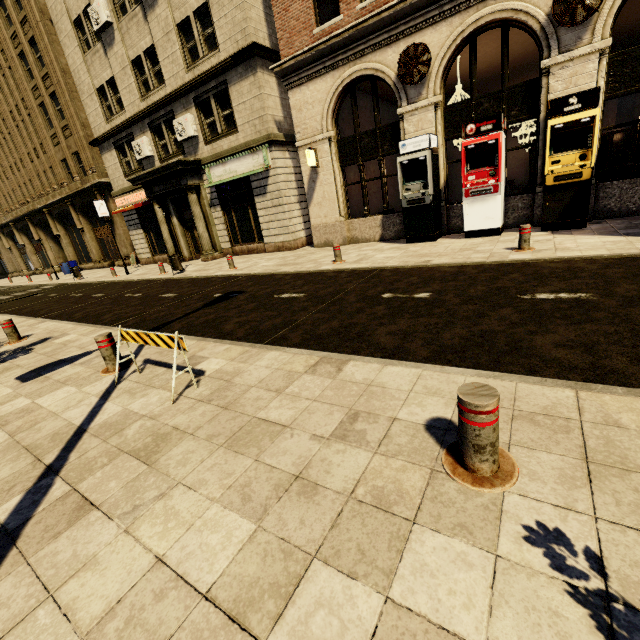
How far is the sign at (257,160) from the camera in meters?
14.1

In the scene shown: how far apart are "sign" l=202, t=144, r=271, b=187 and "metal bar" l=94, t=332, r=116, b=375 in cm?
1148

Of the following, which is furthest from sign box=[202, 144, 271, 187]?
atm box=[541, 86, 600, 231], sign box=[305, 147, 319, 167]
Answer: atm box=[541, 86, 600, 231]

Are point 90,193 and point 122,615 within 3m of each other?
no

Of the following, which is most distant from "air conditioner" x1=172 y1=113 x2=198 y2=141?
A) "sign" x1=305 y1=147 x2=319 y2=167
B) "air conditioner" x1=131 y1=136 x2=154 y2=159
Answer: "sign" x1=305 y1=147 x2=319 y2=167

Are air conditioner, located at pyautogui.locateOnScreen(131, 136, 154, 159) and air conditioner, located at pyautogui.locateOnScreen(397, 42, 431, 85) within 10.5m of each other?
no

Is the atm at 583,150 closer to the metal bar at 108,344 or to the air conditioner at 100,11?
the metal bar at 108,344

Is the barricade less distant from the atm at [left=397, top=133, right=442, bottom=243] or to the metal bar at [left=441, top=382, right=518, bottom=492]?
the metal bar at [left=441, top=382, right=518, bottom=492]
